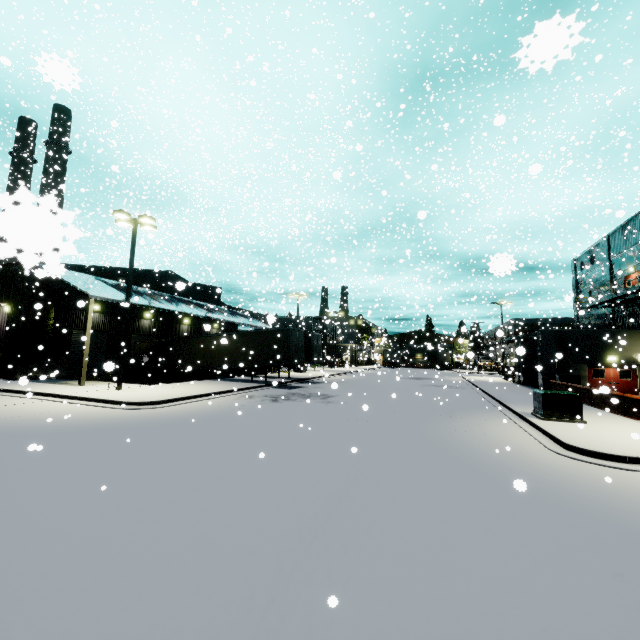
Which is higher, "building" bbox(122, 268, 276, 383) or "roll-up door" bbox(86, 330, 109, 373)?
"building" bbox(122, 268, 276, 383)

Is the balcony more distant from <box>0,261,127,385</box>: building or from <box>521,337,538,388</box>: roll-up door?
<box>521,337,538,388</box>: roll-up door

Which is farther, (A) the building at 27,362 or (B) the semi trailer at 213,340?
(B) the semi trailer at 213,340

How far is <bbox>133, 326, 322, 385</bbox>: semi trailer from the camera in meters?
23.8

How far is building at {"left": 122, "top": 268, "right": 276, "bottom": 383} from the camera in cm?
2523

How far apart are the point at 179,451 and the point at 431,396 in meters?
17.7 m

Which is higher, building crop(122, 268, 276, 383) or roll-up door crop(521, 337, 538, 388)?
building crop(122, 268, 276, 383)

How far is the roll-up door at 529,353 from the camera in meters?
27.1
